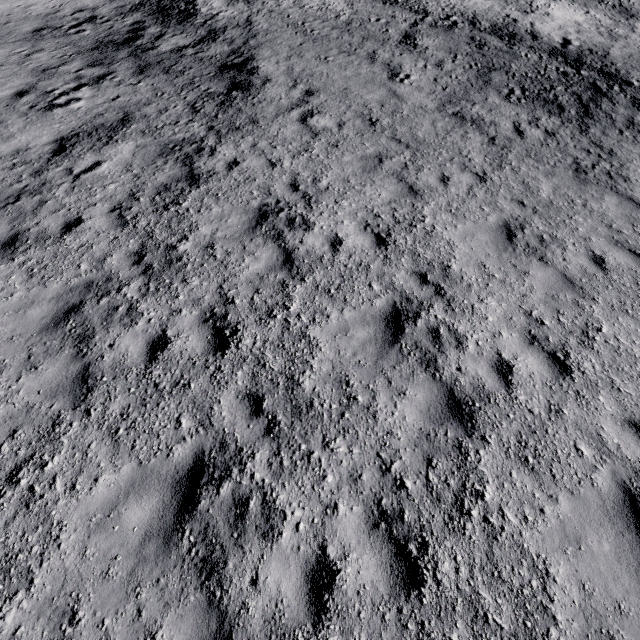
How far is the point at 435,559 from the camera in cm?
382
